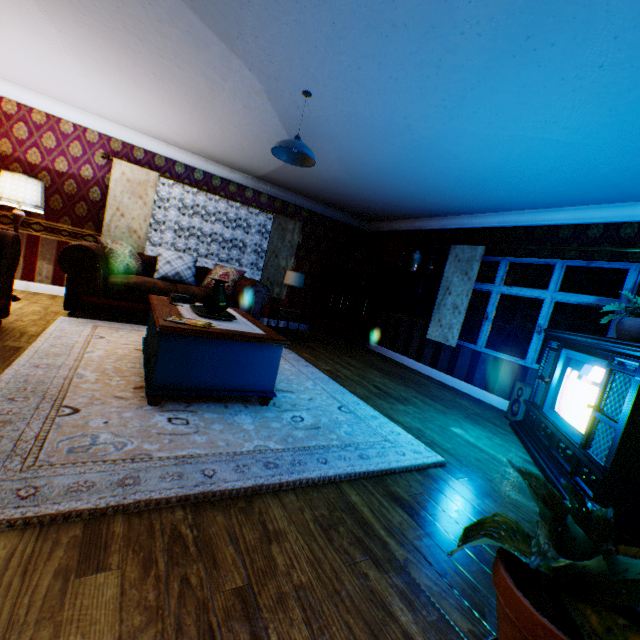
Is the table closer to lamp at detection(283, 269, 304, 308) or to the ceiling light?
the ceiling light

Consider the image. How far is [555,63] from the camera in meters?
2.3

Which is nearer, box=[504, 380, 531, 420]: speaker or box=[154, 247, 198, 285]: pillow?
box=[504, 380, 531, 420]: speaker

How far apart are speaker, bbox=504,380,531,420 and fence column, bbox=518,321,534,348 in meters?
15.8

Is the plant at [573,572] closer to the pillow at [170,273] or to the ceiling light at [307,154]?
the ceiling light at [307,154]

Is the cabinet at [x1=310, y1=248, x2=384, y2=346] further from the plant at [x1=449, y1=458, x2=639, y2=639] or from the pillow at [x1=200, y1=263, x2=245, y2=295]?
the plant at [x1=449, y1=458, x2=639, y2=639]

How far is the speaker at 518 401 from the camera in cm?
439

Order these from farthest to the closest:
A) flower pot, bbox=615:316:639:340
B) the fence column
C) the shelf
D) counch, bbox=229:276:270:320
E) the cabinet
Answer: the fence column < the cabinet < the shelf < counch, bbox=229:276:270:320 < flower pot, bbox=615:316:639:340
